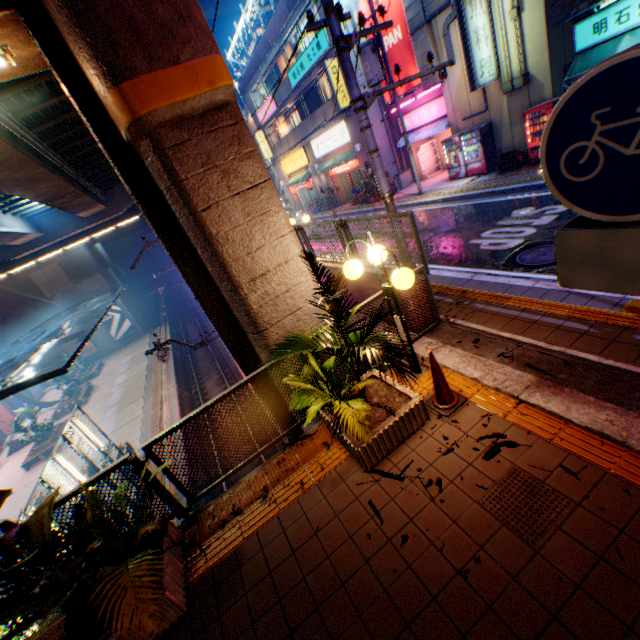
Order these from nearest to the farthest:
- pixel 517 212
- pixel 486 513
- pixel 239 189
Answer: pixel 486 513
pixel 239 189
pixel 517 212

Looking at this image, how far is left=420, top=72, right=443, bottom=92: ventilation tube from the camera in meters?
15.6 m

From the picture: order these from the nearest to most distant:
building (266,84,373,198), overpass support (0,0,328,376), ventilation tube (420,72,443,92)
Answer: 1. overpass support (0,0,328,376)
2. ventilation tube (420,72,443,92)
3. building (266,84,373,198)

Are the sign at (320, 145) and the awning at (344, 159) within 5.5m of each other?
yes

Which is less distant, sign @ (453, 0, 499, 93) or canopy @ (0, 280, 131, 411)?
sign @ (453, 0, 499, 93)

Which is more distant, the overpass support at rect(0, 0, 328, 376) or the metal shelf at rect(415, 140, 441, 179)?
the metal shelf at rect(415, 140, 441, 179)

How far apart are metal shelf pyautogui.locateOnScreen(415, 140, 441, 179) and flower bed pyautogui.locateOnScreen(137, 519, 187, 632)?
22.6m

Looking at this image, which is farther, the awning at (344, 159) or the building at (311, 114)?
the awning at (344, 159)
